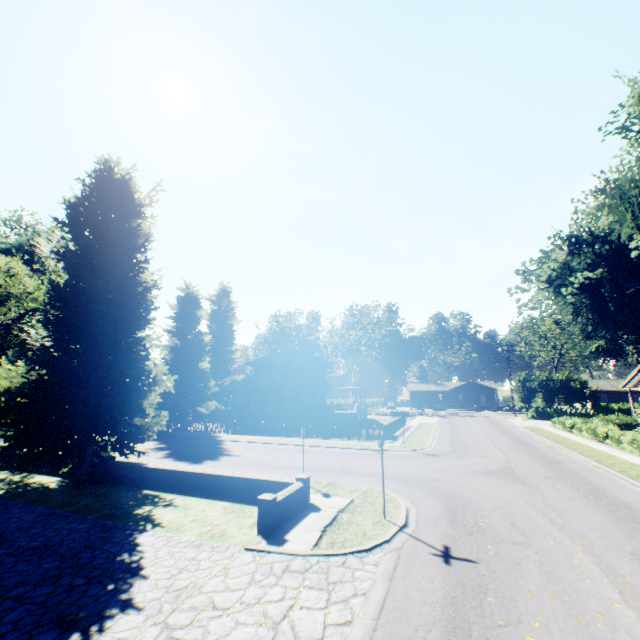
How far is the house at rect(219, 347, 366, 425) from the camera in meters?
34.5 m

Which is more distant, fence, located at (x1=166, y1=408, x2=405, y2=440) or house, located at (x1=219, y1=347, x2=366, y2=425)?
house, located at (x1=219, y1=347, x2=366, y2=425)

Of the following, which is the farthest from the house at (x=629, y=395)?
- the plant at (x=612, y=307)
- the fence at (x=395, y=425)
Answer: the fence at (x=395, y=425)

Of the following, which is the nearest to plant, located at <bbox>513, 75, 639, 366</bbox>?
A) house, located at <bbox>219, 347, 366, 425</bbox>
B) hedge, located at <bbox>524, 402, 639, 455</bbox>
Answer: house, located at <bbox>219, 347, 366, 425</bbox>

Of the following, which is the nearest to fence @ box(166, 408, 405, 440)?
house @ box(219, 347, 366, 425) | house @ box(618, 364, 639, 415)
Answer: house @ box(219, 347, 366, 425)

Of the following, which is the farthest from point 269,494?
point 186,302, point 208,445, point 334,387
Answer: point 186,302

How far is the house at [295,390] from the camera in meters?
34.5

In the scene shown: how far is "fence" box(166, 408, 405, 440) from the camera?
26.5 meters
